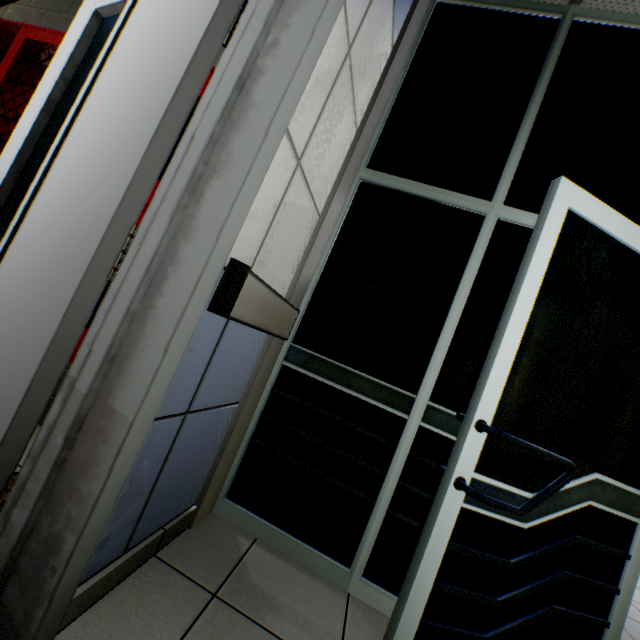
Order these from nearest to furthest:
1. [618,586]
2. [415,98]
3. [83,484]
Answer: [83,484] → [618,586] → [415,98]

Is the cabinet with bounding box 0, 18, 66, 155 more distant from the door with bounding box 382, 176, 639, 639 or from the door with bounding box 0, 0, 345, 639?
the door with bounding box 382, 176, 639, 639

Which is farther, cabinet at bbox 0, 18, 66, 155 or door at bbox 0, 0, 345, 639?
cabinet at bbox 0, 18, 66, 155

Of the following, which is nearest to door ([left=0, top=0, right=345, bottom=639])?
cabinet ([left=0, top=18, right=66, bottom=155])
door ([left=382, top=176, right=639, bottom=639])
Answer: cabinet ([left=0, top=18, right=66, bottom=155])

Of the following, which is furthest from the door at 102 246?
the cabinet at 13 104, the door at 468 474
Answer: the door at 468 474
